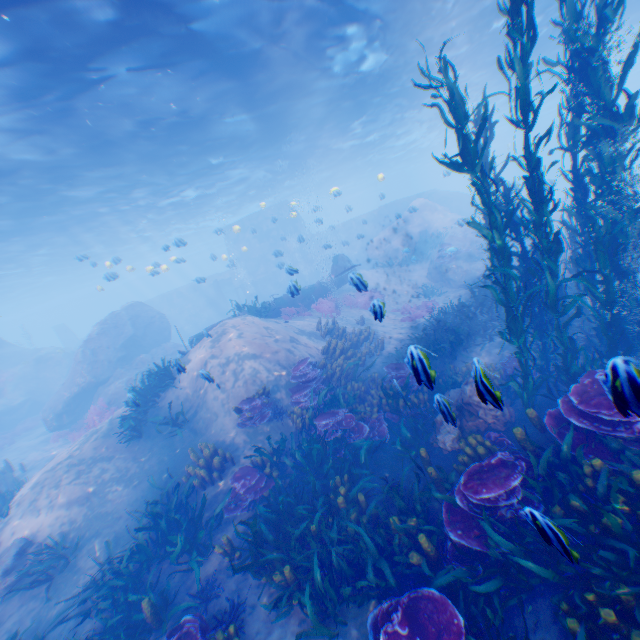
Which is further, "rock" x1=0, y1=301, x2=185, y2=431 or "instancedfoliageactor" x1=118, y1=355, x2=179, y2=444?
"rock" x1=0, y1=301, x2=185, y2=431

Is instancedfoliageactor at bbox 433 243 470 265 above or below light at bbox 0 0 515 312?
below

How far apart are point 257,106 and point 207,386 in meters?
13.8

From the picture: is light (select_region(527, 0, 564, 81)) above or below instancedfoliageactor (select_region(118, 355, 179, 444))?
above

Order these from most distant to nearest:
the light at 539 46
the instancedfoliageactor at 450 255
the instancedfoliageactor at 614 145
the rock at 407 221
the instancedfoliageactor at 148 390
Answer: the rock at 407 221 < the instancedfoliageactor at 450 255 < the light at 539 46 < the instancedfoliageactor at 148 390 < the instancedfoliageactor at 614 145

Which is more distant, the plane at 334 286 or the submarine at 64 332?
the submarine at 64 332

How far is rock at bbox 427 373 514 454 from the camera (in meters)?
2.60
